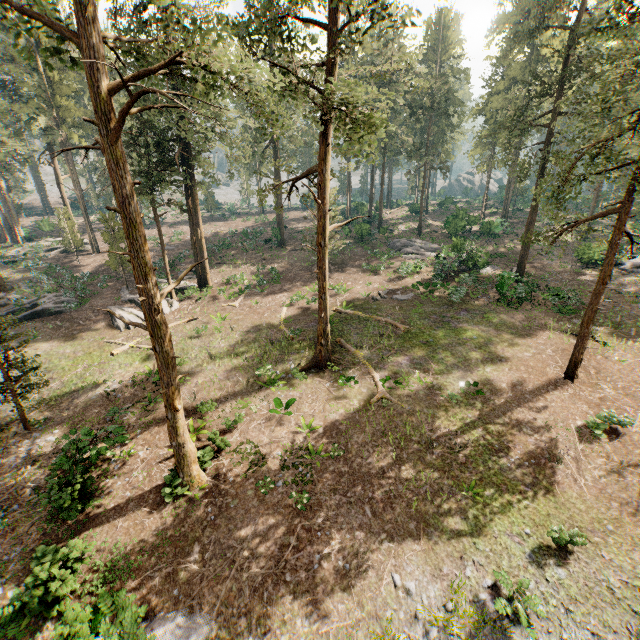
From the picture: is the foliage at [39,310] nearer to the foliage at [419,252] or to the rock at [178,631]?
the foliage at [419,252]

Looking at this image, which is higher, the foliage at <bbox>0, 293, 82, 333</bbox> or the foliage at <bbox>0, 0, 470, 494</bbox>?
the foliage at <bbox>0, 0, 470, 494</bbox>

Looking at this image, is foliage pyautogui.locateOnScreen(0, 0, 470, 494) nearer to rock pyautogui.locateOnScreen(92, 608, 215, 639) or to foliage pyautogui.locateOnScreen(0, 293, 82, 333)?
foliage pyautogui.locateOnScreen(0, 293, 82, 333)

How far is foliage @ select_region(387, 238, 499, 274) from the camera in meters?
29.5

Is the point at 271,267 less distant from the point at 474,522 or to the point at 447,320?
the point at 447,320

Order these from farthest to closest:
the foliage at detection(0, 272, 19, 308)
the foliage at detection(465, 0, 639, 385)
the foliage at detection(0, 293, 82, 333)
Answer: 1. the foliage at detection(0, 272, 19, 308)
2. the foliage at detection(0, 293, 82, 333)
3. the foliage at detection(465, 0, 639, 385)

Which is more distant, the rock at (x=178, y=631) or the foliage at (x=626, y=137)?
the foliage at (x=626, y=137)
